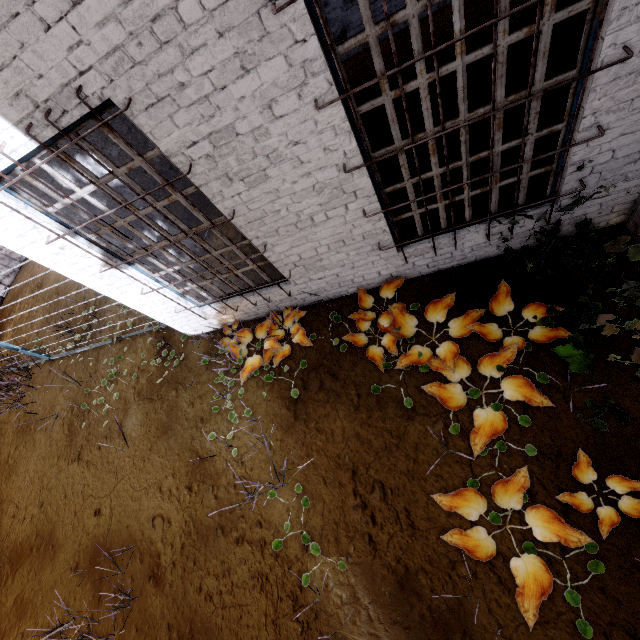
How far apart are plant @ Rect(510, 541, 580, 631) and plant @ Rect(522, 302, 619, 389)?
0.85m

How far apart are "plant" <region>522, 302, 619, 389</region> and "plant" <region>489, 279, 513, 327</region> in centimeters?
8cm

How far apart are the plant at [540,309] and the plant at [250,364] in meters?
2.4 m

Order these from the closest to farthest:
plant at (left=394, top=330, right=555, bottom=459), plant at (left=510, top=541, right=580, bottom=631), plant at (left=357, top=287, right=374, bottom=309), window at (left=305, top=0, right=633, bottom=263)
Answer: window at (left=305, top=0, right=633, bottom=263), plant at (left=510, top=541, right=580, bottom=631), plant at (left=394, top=330, right=555, bottom=459), plant at (left=357, top=287, right=374, bottom=309)

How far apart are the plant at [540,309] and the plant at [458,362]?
0.1m

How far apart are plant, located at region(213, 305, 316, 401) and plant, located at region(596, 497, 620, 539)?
2.5 meters

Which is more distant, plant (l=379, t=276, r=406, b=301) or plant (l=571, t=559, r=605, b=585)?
plant (l=379, t=276, r=406, b=301)

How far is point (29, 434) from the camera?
6.4m
